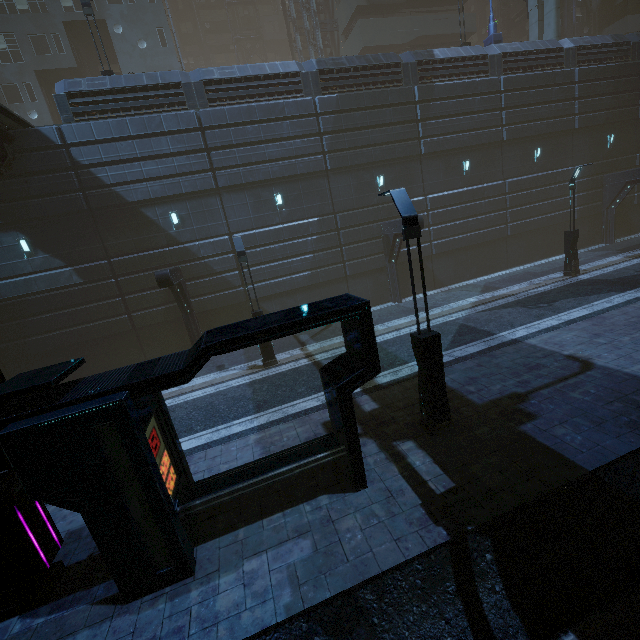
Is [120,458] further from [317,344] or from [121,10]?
[121,10]

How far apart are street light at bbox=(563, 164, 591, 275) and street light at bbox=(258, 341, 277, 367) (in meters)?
16.72

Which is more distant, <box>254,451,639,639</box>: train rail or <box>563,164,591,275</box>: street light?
<box>563,164,591,275</box>: street light

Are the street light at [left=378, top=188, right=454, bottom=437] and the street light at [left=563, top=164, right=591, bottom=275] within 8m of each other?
no

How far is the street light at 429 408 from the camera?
6.6m

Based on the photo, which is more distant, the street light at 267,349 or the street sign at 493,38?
the street sign at 493,38

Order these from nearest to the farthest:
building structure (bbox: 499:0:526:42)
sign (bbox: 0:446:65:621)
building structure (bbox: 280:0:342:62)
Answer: sign (bbox: 0:446:65:621) → building structure (bbox: 280:0:342:62) → building structure (bbox: 499:0:526:42)

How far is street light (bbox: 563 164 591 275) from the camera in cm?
1670
